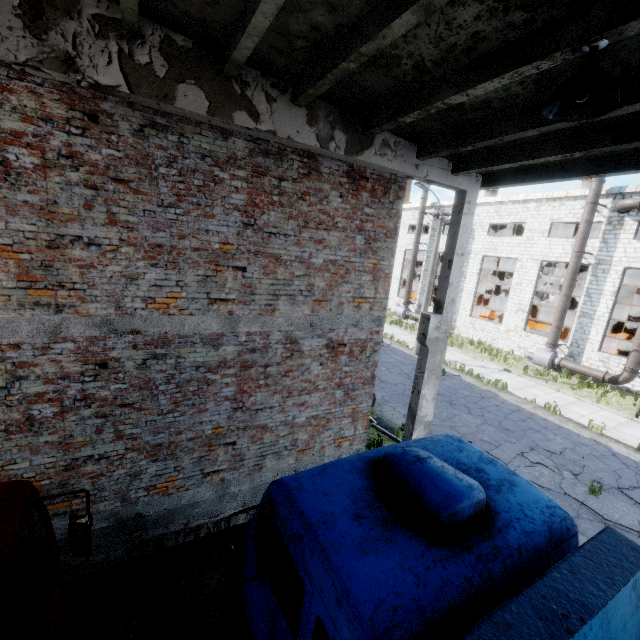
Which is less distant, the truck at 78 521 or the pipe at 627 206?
the truck at 78 521

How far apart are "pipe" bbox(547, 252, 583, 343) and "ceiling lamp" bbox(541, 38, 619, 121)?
21.0 meters

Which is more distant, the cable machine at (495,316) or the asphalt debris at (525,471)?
the cable machine at (495,316)

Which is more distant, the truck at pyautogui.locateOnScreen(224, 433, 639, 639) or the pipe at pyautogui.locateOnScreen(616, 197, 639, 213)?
the pipe at pyautogui.locateOnScreen(616, 197, 639, 213)

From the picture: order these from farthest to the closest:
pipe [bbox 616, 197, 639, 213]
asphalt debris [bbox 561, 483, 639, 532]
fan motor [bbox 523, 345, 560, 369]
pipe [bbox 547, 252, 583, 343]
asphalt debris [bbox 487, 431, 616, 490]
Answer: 1. fan motor [bbox 523, 345, 560, 369]
2. pipe [bbox 547, 252, 583, 343]
3. pipe [bbox 616, 197, 639, 213]
4. asphalt debris [bbox 487, 431, 616, 490]
5. asphalt debris [bbox 561, 483, 639, 532]

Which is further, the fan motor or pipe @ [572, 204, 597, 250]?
the fan motor

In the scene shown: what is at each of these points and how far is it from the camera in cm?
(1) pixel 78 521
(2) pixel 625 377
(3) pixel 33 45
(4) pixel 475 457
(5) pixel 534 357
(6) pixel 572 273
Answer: (1) truck, 313
(2) pipe, 1744
(3) column beam, 332
(4) truck, 403
(5) fan motor, 2120
(6) pipe, 1955
